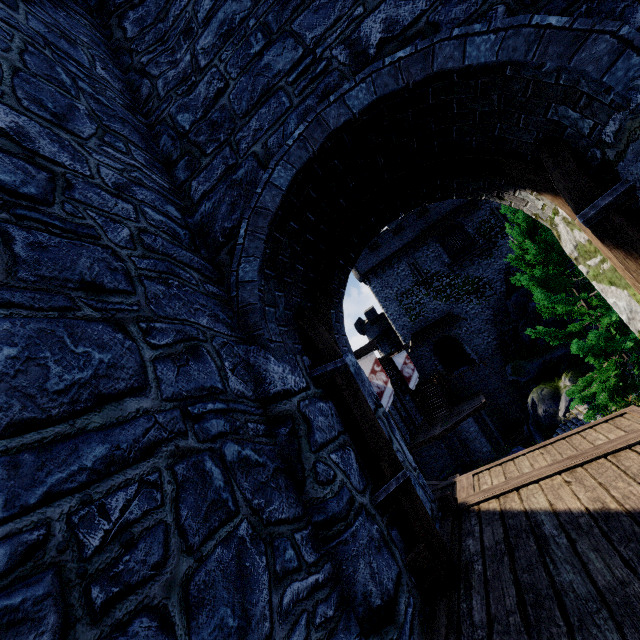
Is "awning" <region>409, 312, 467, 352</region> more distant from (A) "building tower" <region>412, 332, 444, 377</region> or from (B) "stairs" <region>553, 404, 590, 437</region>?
(B) "stairs" <region>553, 404, 590, 437</region>

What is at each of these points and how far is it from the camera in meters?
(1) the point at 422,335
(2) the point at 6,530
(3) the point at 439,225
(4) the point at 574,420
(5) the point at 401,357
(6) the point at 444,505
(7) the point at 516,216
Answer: (1) awning, 32.8
(2) building tower, 1.0
(3) awning, 32.6
(4) stairs, 16.4
(5) flag, 23.7
(6) stairs, 3.8
(7) tree, 10.2

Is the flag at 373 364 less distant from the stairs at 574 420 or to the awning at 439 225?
the stairs at 574 420

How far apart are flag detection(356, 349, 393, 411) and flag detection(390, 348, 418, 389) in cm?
902

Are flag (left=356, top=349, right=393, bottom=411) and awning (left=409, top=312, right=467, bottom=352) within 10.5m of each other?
no

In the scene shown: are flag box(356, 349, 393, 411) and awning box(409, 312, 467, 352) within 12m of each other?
no

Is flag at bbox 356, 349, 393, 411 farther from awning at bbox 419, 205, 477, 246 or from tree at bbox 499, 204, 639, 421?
awning at bbox 419, 205, 477, 246

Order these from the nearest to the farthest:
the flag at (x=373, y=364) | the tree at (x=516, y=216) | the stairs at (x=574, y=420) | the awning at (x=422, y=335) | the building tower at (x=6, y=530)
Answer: the building tower at (x=6, y=530)
the tree at (x=516, y=216)
the flag at (x=373, y=364)
the stairs at (x=574, y=420)
the awning at (x=422, y=335)
